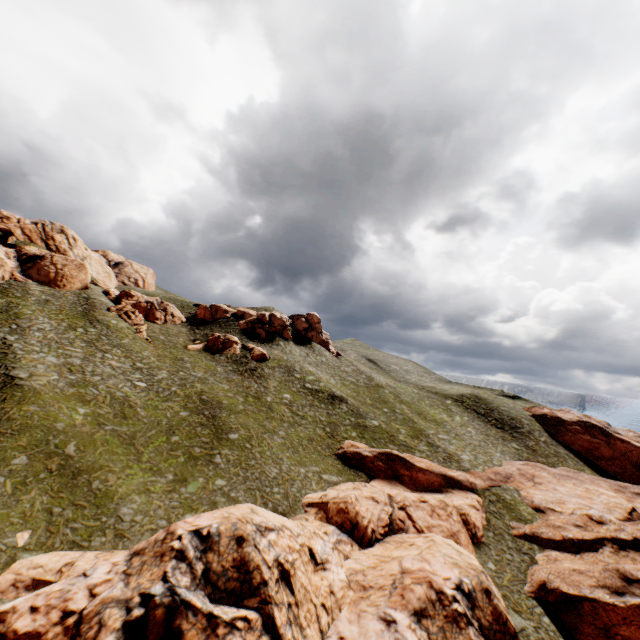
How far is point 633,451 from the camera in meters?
58.3 m

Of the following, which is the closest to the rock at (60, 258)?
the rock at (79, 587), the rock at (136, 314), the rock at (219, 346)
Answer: the rock at (136, 314)

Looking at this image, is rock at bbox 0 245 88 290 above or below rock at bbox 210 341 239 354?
above

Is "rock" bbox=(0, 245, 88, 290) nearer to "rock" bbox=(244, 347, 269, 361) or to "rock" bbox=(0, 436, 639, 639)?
"rock" bbox=(244, 347, 269, 361)

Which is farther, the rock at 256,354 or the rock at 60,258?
the rock at 256,354

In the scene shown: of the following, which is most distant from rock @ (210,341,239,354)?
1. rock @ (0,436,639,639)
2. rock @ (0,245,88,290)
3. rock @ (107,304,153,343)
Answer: rock @ (0,436,639,639)

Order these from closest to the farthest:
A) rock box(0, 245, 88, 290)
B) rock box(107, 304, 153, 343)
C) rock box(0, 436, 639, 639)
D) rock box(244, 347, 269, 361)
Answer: rock box(0, 436, 639, 639)
rock box(0, 245, 88, 290)
rock box(107, 304, 153, 343)
rock box(244, 347, 269, 361)

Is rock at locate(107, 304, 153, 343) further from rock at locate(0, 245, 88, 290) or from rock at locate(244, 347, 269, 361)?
rock at locate(0, 245, 88, 290)
